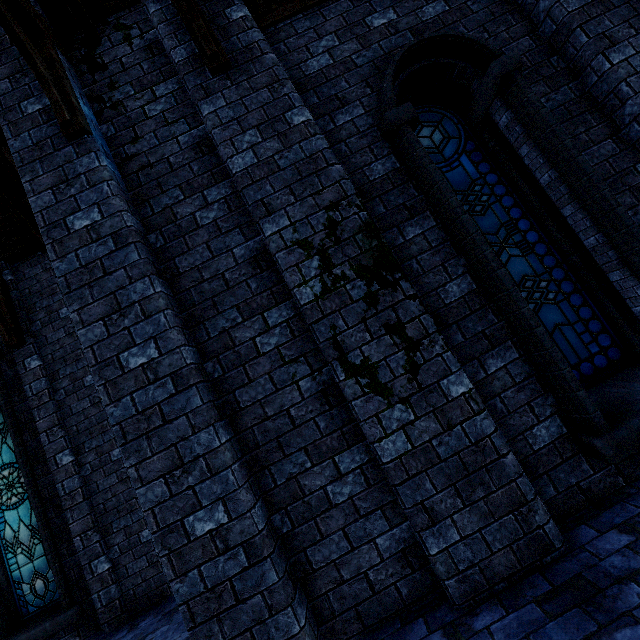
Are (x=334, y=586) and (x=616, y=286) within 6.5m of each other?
yes

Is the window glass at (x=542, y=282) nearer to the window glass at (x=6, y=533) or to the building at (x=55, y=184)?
the building at (x=55, y=184)

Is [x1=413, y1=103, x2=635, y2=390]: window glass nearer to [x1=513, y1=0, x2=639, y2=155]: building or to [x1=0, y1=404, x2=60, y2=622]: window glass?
[x1=513, y1=0, x2=639, y2=155]: building

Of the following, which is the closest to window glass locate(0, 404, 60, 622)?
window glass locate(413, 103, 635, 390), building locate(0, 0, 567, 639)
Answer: building locate(0, 0, 567, 639)

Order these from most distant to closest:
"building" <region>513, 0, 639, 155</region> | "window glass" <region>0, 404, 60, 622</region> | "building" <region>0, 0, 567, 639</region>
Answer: "window glass" <region>0, 404, 60, 622</region>
"building" <region>513, 0, 639, 155</region>
"building" <region>0, 0, 567, 639</region>

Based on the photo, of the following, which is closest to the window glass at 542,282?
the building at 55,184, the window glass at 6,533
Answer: the building at 55,184
